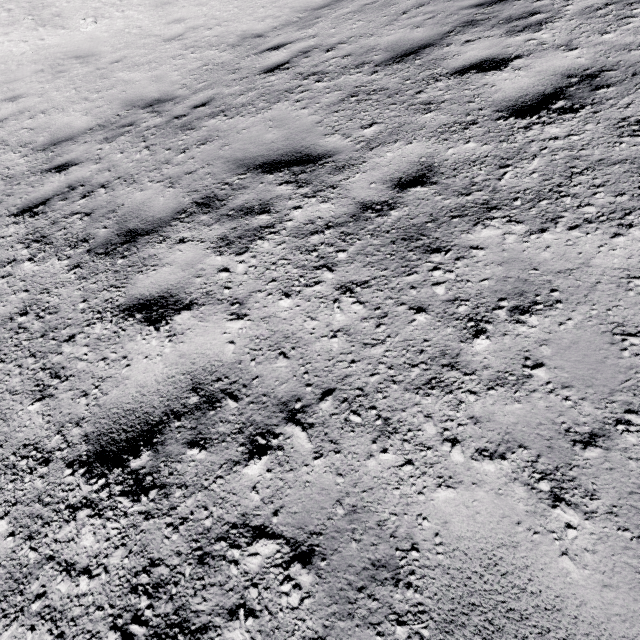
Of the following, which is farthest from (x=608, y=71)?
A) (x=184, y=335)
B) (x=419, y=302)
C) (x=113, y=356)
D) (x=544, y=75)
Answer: (x=113, y=356)
